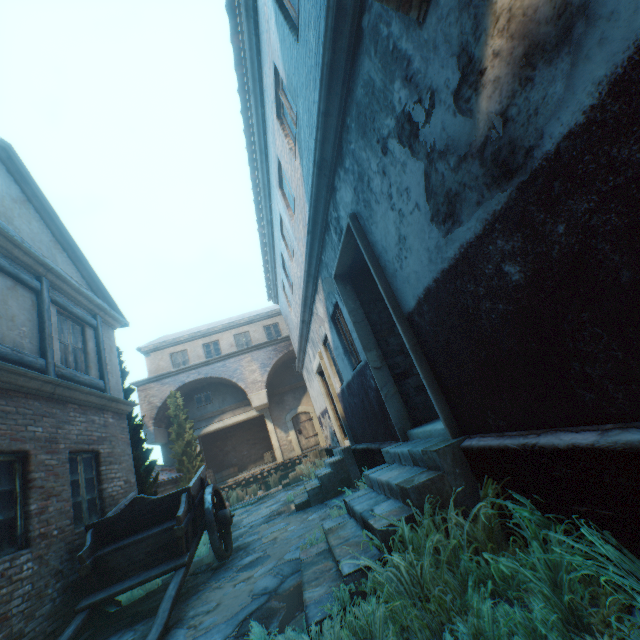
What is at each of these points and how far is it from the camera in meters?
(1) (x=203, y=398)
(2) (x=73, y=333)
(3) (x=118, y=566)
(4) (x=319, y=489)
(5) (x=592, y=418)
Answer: (1) window, 19.2 m
(2) building, 7.3 m
(3) cart, 5.0 m
(4) stairs, 8.2 m
(5) building, 1.9 m

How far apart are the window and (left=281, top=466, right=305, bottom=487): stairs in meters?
6.3

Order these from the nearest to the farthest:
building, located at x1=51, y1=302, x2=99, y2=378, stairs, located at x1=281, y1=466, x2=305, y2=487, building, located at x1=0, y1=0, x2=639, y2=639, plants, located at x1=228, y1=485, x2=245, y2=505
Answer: building, located at x1=0, y1=0, x2=639, y2=639 → building, located at x1=51, y1=302, x2=99, y2=378 → stairs, located at x1=281, y1=466, x2=305, y2=487 → plants, located at x1=228, y1=485, x2=245, y2=505

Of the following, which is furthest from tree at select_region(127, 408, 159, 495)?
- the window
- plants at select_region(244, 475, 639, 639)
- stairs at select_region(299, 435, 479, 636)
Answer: plants at select_region(244, 475, 639, 639)

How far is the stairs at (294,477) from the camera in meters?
14.5

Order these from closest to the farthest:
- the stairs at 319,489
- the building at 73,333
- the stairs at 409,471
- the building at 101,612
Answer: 1. the stairs at 409,471
2. the building at 101,612
3. the building at 73,333
4. the stairs at 319,489

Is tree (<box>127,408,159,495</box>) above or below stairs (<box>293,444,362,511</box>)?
above

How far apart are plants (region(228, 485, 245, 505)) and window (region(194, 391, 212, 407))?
5.2 meters
